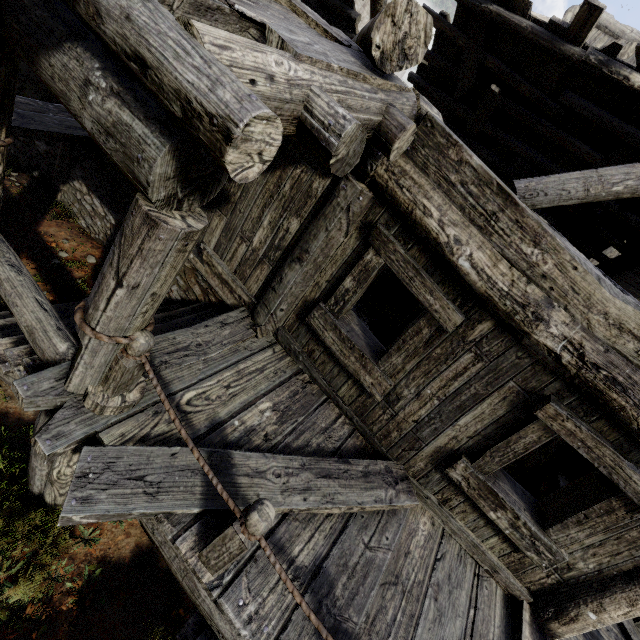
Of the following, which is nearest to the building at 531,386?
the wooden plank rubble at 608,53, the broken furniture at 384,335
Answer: the wooden plank rubble at 608,53

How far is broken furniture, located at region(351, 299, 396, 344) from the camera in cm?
871

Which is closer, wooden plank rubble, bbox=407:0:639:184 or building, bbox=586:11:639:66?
wooden plank rubble, bbox=407:0:639:184

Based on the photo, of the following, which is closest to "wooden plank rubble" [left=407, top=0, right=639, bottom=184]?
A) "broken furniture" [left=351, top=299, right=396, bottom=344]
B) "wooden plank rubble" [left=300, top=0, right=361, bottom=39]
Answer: "wooden plank rubble" [left=300, top=0, right=361, bottom=39]

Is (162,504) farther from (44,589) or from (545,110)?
(545,110)

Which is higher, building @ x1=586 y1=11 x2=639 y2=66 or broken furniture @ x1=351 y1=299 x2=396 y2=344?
building @ x1=586 y1=11 x2=639 y2=66

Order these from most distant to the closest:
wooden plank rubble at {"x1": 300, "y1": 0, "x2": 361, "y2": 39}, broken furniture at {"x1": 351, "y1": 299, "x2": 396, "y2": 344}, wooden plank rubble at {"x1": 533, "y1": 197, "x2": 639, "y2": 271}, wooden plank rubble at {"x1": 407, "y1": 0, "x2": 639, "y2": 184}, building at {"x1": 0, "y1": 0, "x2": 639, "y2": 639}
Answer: wooden plank rubble at {"x1": 300, "y1": 0, "x2": 361, "y2": 39}
broken furniture at {"x1": 351, "y1": 299, "x2": 396, "y2": 344}
wooden plank rubble at {"x1": 533, "y1": 197, "x2": 639, "y2": 271}
wooden plank rubble at {"x1": 407, "y1": 0, "x2": 639, "y2": 184}
building at {"x1": 0, "y1": 0, "x2": 639, "y2": 639}

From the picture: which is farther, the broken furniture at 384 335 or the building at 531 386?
the broken furniture at 384 335
